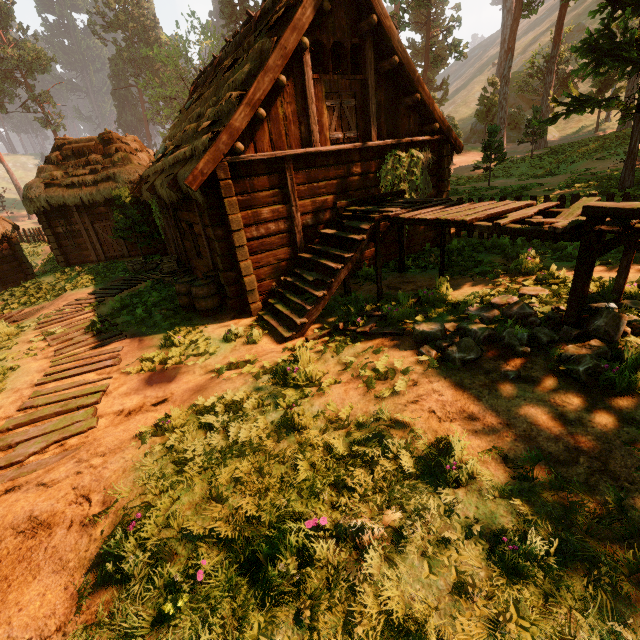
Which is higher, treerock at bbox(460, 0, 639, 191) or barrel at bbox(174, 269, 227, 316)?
treerock at bbox(460, 0, 639, 191)

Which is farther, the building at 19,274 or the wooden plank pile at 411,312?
the building at 19,274

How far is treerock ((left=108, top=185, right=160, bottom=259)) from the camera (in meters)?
15.00

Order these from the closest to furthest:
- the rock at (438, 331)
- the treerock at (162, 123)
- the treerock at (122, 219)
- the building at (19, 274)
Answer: the rock at (438, 331), the treerock at (122, 219), the building at (19, 274), the treerock at (162, 123)

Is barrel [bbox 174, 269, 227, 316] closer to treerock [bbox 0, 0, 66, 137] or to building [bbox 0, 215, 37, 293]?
building [bbox 0, 215, 37, 293]

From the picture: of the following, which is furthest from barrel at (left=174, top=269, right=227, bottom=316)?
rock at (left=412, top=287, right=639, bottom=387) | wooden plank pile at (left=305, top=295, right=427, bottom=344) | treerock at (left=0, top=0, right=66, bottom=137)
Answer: treerock at (left=0, top=0, right=66, bottom=137)

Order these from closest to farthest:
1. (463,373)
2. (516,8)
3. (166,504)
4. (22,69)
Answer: (166,504)
(463,373)
(516,8)
(22,69)

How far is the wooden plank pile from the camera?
Result: 5.91m
